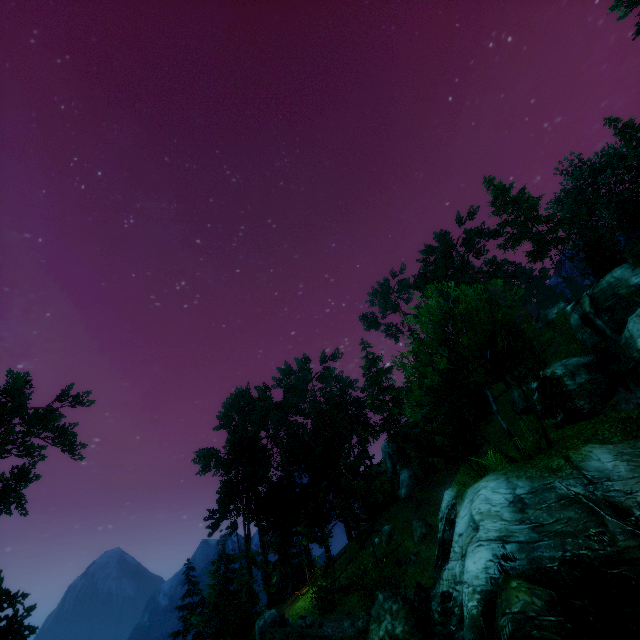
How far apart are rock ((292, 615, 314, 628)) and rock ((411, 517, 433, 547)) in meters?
8.8

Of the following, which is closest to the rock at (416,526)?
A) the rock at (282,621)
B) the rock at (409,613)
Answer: the rock at (282,621)

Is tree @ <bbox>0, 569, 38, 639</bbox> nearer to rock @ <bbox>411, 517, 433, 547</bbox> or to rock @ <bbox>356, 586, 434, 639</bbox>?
rock @ <bbox>411, 517, 433, 547</bbox>

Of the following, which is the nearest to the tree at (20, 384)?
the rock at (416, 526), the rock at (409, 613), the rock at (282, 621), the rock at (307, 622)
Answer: the rock at (416, 526)

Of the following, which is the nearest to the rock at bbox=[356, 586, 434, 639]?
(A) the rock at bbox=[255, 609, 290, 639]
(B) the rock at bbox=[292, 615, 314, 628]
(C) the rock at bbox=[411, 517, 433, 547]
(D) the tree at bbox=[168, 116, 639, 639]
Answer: (D) the tree at bbox=[168, 116, 639, 639]

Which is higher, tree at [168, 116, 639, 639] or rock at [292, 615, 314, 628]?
tree at [168, 116, 639, 639]

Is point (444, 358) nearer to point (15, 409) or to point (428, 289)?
point (428, 289)

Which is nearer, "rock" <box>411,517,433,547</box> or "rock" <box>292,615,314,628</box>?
"rock" <box>292,615,314,628</box>
